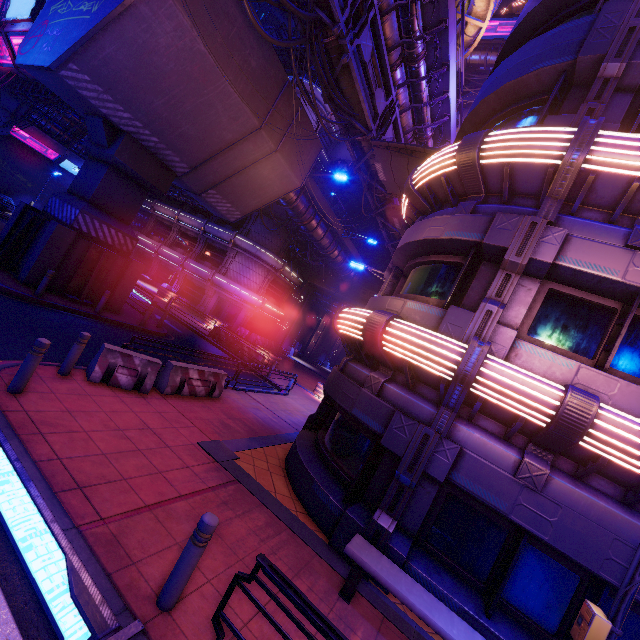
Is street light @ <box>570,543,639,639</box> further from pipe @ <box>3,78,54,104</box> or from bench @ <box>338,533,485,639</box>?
pipe @ <box>3,78,54,104</box>

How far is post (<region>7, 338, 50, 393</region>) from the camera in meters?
5.8 m

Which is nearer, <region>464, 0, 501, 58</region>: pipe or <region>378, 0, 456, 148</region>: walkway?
<region>378, 0, 456, 148</region>: walkway

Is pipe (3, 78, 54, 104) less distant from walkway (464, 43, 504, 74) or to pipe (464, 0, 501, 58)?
pipe (464, 0, 501, 58)

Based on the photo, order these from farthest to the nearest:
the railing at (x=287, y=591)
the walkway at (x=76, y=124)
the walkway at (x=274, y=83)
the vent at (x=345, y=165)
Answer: the vent at (x=345, y=165), the walkway at (x=76, y=124), the walkway at (x=274, y=83), the railing at (x=287, y=591)

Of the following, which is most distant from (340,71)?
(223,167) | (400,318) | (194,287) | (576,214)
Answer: (194,287)

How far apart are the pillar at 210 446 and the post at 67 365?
3.38m

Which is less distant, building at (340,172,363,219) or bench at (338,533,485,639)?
bench at (338,533,485,639)
